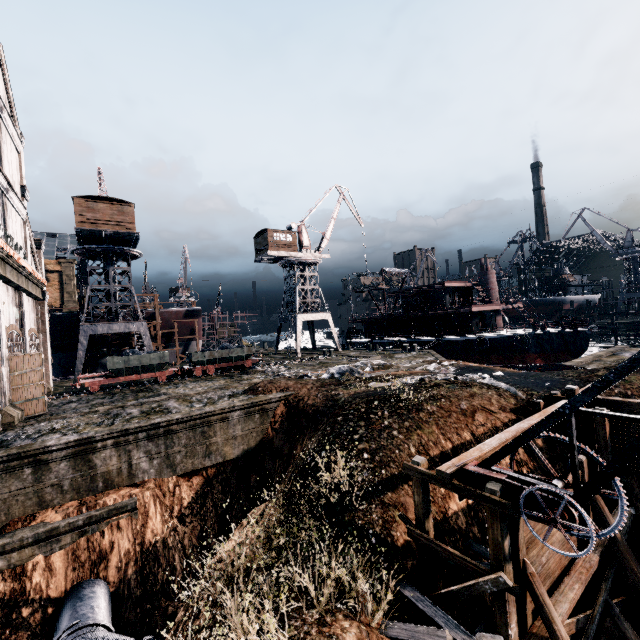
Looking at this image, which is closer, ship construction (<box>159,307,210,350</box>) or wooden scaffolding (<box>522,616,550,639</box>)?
wooden scaffolding (<box>522,616,550,639</box>)

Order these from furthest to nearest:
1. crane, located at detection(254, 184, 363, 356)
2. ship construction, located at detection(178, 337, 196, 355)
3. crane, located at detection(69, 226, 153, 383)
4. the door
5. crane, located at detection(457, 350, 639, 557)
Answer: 1. ship construction, located at detection(178, 337, 196, 355)
2. crane, located at detection(254, 184, 363, 356)
3. crane, located at detection(69, 226, 153, 383)
4. the door
5. crane, located at detection(457, 350, 639, 557)

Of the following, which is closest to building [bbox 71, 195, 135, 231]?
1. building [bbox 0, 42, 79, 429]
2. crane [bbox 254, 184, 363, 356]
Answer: building [bbox 0, 42, 79, 429]

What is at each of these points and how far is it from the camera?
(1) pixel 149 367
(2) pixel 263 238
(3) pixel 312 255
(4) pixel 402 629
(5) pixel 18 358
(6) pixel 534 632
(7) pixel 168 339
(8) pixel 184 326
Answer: (1) rail car, 28.0 meters
(2) building, 43.7 meters
(3) crane, 45.9 meters
(4) wooden scaffolding, 7.7 meters
(5) door, 19.1 meters
(6) wooden scaffolding, 7.7 meters
(7) ship construction, 47.2 meters
(8) ship construction, 47.8 meters

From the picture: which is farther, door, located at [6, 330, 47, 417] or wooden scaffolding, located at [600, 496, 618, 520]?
door, located at [6, 330, 47, 417]

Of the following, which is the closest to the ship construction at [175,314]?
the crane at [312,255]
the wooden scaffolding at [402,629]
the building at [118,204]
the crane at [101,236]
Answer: the crane at [101,236]

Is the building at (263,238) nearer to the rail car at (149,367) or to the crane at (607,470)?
the rail car at (149,367)

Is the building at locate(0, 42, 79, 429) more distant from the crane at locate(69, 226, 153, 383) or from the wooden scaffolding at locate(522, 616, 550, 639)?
the wooden scaffolding at locate(522, 616, 550, 639)
